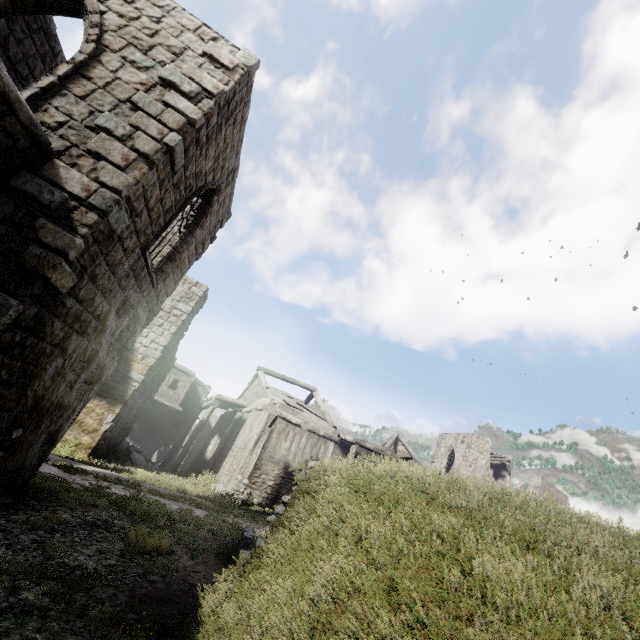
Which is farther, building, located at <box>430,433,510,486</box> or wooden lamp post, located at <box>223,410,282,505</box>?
building, located at <box>430,433,510,486</box>

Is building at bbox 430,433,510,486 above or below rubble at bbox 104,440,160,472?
above

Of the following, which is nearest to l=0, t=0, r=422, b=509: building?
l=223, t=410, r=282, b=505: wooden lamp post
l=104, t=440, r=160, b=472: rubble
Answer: l=104, t=440, r=160, b=472: rubble

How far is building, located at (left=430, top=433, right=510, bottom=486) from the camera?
30.11m

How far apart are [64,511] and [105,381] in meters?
8.4 m

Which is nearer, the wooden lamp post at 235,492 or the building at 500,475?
the wooden lamp post at 235,492

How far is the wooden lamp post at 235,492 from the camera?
15.3m
